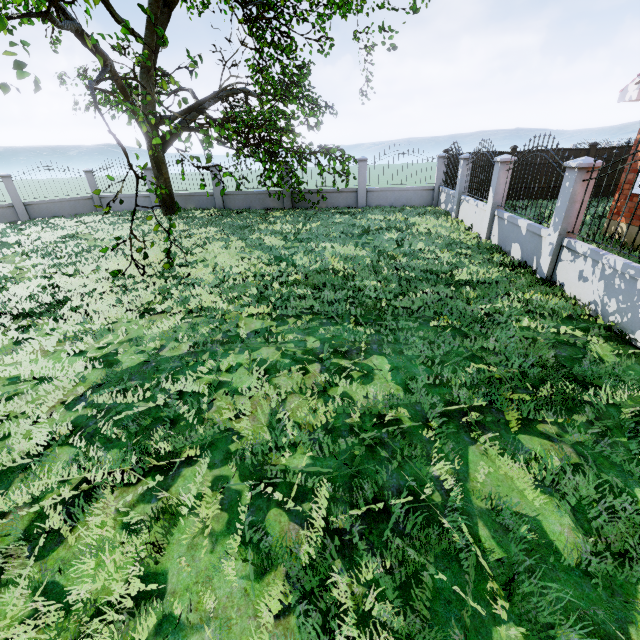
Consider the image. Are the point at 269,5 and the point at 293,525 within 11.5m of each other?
no

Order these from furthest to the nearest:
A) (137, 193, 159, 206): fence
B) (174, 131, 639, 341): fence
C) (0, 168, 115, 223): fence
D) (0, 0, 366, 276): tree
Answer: (137, 193, 159, 206): fence
(0, 168, 115, 223): fence
(0, 0, 366, 276): tree
(174, 131, 639, 341): fence

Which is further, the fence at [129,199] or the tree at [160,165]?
the fence at [129,199]

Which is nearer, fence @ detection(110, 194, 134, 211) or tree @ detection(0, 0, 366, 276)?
tree @ detection(0, 0, 366, 276)

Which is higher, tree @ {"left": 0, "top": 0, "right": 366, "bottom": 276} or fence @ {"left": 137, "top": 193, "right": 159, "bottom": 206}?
tree @ {"left": 0, "top": 0, "right": 366, "bottom": 276}

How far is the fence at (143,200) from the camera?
17.8 meters

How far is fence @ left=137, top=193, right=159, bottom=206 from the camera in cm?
1775
